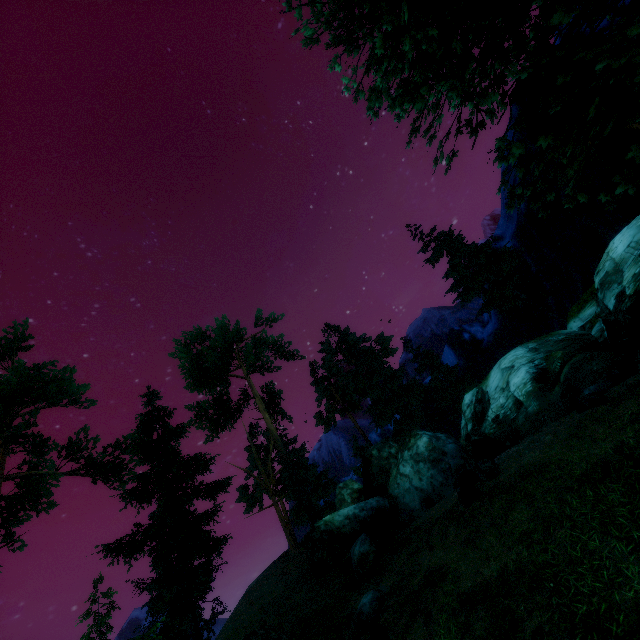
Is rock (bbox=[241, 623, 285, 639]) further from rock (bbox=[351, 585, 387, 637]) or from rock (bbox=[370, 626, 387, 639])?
rock (bbox=[370, 626, 387, 639])

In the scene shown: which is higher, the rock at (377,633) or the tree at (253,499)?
the tree at (253,499)

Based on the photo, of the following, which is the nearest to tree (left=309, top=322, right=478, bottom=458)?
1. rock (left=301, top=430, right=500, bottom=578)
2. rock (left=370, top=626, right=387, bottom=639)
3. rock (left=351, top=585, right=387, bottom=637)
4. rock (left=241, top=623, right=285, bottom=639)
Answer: rock (left=301, top=430, right=500, bottom=578)

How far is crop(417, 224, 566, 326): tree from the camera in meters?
22.4

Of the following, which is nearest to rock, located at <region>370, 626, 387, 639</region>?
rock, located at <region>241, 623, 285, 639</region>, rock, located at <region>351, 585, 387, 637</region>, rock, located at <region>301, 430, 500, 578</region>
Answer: rock, located at <region>351, 585, 387, 637</region>

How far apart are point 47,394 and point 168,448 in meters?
9.8 m

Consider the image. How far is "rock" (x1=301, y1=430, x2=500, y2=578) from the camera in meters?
13.1

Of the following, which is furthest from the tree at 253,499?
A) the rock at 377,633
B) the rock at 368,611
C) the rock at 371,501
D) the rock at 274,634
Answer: the rock at 368,611
